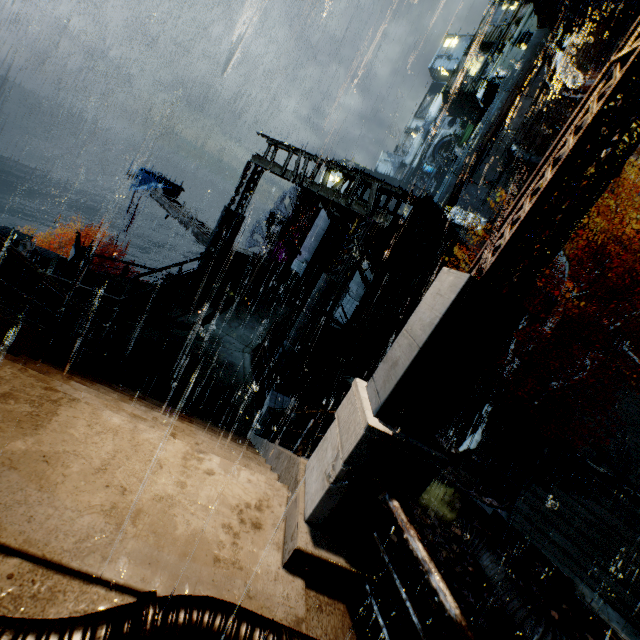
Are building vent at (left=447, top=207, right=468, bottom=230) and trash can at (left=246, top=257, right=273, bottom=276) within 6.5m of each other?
no

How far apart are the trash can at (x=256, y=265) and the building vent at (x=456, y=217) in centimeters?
2566cm

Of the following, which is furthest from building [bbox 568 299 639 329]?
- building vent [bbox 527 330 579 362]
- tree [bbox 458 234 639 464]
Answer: tree [bbox 458 234 639 464]

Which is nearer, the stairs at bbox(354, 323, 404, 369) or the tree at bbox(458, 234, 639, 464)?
the tree at bbox(458, 234, 639, 464)

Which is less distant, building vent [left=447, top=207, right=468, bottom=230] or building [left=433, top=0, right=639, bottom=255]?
building [left=433, top=0, right=639, bottom=255]

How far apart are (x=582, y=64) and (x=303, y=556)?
51.0 meters

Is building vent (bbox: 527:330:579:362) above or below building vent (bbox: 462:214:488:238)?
below

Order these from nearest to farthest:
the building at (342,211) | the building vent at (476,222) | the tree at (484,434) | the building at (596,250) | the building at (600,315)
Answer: the tree at (484,434)
the building at (342,211)
the building at (600,315)
the building at (596,250)
the building vent at (476,222)
